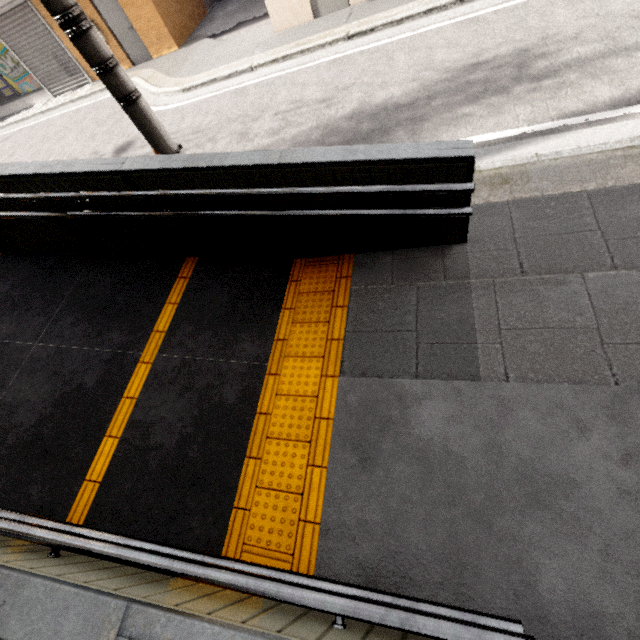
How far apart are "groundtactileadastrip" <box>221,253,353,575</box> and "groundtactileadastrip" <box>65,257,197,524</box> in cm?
118

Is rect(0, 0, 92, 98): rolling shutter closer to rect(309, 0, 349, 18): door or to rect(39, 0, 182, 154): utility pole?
rect(309, 0, 349, 18): door

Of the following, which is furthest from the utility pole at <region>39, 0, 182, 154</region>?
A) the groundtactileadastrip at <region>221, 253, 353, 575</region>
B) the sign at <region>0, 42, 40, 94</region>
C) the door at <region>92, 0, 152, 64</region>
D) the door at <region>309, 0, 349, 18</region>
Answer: the sign at <region>0, 42, 40, 94</region>

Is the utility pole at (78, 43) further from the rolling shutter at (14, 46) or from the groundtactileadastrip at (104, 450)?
the rolling shutter at (14, 46)

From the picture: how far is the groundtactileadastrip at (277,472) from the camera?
2.3m

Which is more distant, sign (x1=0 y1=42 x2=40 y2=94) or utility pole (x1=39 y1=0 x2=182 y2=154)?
sign (x1=0 y1=42 x2=40 y2=94)

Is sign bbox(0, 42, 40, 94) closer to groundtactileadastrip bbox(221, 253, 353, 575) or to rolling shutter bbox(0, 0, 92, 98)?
rolling shutter bbox(0, 0, 92, 98)

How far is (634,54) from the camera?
3.86m
